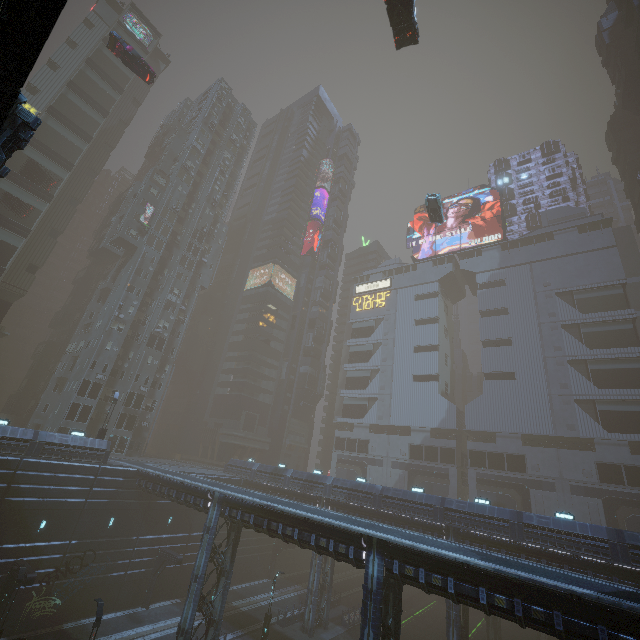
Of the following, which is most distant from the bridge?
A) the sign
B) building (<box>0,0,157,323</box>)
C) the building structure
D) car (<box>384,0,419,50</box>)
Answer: the sign

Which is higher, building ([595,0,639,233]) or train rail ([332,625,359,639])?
building ([595,0,639,233])

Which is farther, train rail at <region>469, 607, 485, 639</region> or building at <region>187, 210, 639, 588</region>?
train rail at <region>469, 607, 485, 639</region>

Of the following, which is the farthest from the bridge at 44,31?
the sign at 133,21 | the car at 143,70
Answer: the sign at 133,21

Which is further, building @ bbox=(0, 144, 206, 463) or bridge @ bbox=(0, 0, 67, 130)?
building @ bbox=(0, 144, 206, 463)

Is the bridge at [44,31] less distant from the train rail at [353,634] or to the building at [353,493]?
the building at [353,493]

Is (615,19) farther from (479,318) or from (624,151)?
(479,318)

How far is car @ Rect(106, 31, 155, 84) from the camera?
30.3m
